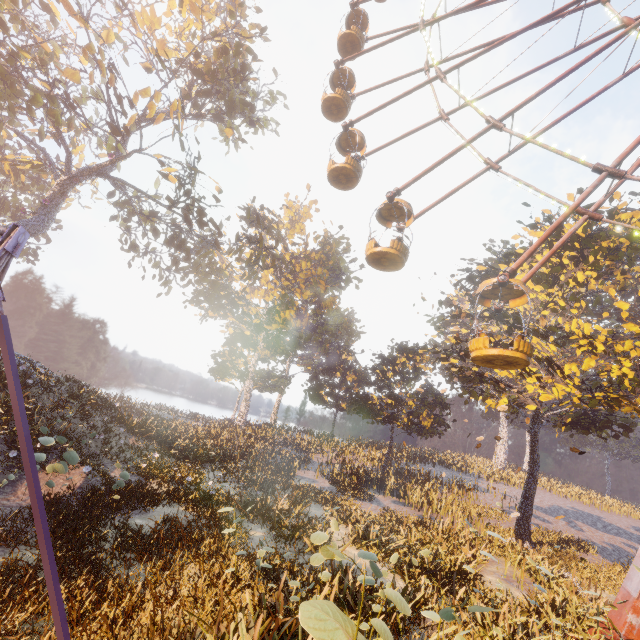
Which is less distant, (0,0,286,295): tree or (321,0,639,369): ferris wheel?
(321,0,639,369): ferris wheel

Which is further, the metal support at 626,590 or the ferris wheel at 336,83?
the ferris wheel at 336,83

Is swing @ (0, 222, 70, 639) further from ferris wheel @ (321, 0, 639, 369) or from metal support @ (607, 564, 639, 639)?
ferris wheel @ (321, 0, 639, 369)

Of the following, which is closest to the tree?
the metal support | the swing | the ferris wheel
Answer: the ferris wheel

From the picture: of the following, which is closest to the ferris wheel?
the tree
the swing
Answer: the tree

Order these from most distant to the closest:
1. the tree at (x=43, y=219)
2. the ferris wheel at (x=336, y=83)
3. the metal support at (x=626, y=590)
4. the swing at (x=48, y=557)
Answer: the tree at (x=43, y=219) < the ferris wheel at (x=336, y=83) < the metal support at (x=626, y=590) < the swing at (x=48, y=557)

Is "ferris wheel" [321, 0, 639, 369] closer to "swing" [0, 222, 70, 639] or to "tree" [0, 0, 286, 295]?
"tree" [0, 0, 286, 295]

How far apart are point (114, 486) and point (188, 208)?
16.4 meters
